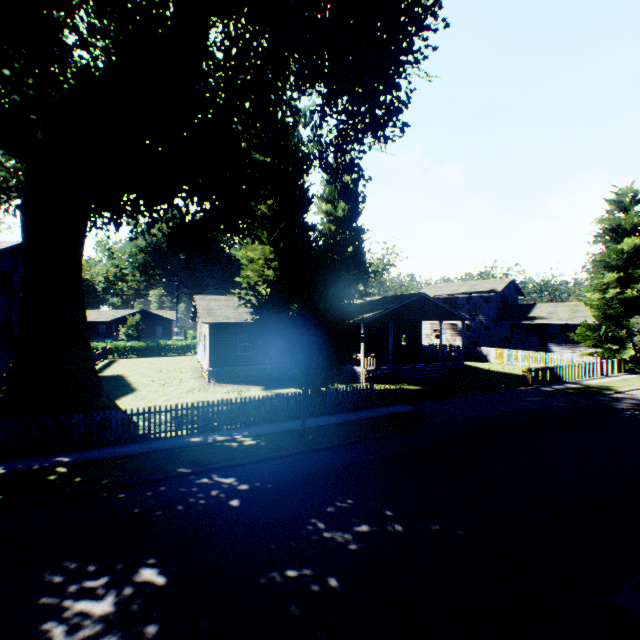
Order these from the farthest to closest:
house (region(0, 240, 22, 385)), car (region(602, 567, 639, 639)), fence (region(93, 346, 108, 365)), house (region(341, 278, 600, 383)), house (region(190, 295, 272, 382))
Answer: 1. fence (region(93, 346, 108, 365))
2. house (region(341, 278, 600, 383))
3. house (region(190, 295, 272, 382))
4. house (region(0, 240, 22, 385))
5. car (region(602, 567, 639, 639))

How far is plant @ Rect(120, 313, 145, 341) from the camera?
41.1m

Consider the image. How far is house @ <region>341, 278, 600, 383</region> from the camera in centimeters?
2423cm

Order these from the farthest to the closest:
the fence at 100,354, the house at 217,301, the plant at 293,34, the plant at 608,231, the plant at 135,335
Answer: the plant at 135,335 → the fence at 100,354 → the plant at 608,231 → the house at 217,301 → the plant at 293,34

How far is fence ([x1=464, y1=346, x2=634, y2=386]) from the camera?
22.6 meters

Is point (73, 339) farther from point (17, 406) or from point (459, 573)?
point (459, 573)

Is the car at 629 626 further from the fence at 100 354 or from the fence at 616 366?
the fence at 616 366
